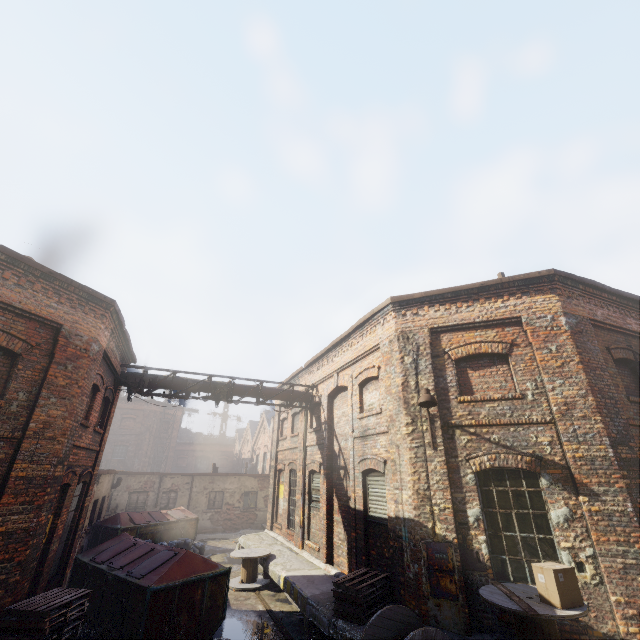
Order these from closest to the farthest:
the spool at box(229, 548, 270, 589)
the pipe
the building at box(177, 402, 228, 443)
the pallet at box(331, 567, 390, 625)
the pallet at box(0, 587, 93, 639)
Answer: the pallet at box(0, 587, 93, 639), the pallet at box(331, 567, 390, 625), the spool at box(229, 548, 270, 589), the pipe, the building at box(177, 402, 228, 443)

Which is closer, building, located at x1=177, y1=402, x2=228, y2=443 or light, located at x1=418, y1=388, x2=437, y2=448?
light, located at x1=418, y1=388, x2=437, y2=448

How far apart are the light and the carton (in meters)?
2.64

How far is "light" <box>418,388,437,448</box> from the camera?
7.3m

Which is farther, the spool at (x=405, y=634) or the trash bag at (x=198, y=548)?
the trash bag at (x=198, y=548)

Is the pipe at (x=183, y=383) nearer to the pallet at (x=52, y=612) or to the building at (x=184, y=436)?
the pallet at (x=52, y=612)

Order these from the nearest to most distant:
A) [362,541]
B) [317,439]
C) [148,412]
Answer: [362,541], [317,439], [148,412]

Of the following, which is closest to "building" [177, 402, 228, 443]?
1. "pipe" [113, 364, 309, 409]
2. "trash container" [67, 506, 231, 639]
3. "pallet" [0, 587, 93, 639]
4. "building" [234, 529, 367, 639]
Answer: "building" [234, 529, 367, 639]
